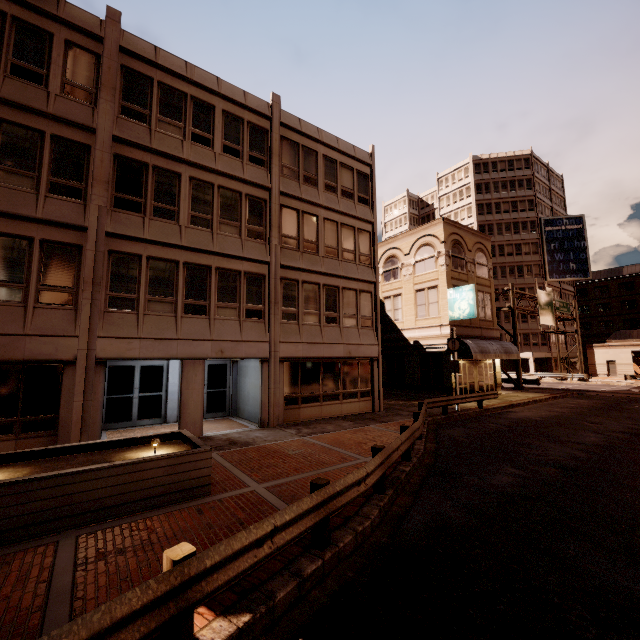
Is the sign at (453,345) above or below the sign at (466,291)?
below

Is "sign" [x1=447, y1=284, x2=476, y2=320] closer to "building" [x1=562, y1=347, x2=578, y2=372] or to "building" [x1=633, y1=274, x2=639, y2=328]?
"building" [x1=562, y1=347, x2=578, y2=372]

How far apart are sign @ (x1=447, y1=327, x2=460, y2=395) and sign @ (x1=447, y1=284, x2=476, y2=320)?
3.5 meters

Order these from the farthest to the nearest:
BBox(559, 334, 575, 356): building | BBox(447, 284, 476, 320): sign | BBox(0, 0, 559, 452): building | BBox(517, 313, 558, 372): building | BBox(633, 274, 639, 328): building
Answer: BBox(633, 274, 639, 328): building
BBox(559, 334, 575, 356): building
BBox(517, 313, 558, 372): building
BBox(447, 284, 476, 320): sign
BBox(0, 0, 559, 452): building

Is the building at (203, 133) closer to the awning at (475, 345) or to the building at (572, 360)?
the awning at (475, 345)

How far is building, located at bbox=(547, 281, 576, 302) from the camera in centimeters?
5423cm

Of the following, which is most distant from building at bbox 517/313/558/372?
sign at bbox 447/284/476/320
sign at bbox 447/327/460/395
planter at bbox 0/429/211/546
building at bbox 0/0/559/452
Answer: planter at bbox 0/429/211/546

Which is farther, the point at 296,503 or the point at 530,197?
the point at 530,197
